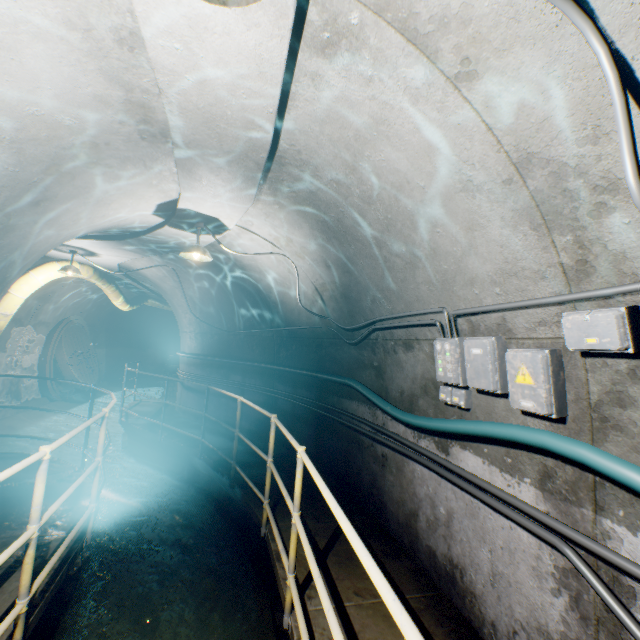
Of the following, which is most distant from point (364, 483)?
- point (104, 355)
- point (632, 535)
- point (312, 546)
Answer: point (104, 355)

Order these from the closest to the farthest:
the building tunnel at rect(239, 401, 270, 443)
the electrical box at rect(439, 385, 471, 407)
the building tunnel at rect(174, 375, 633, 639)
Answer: the building tunnel at rect(174, 375, 633, 639) < the electrical box at rect(439, 385, 471, 407) < the building tunnel at rect(239, 401, 270, 443)

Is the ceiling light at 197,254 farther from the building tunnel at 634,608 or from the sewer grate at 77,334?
the sewer grate at 77,334

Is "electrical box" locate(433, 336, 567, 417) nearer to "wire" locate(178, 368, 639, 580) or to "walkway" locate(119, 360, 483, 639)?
"wire" locate(178, 368, 639, 580)

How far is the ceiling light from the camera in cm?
447

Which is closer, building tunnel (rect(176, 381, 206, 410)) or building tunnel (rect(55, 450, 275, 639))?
building tunnel (rect(55, 450, 275, 639))

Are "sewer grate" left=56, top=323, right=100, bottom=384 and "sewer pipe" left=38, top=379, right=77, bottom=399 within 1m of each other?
yes

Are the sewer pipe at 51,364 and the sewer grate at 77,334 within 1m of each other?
yes
